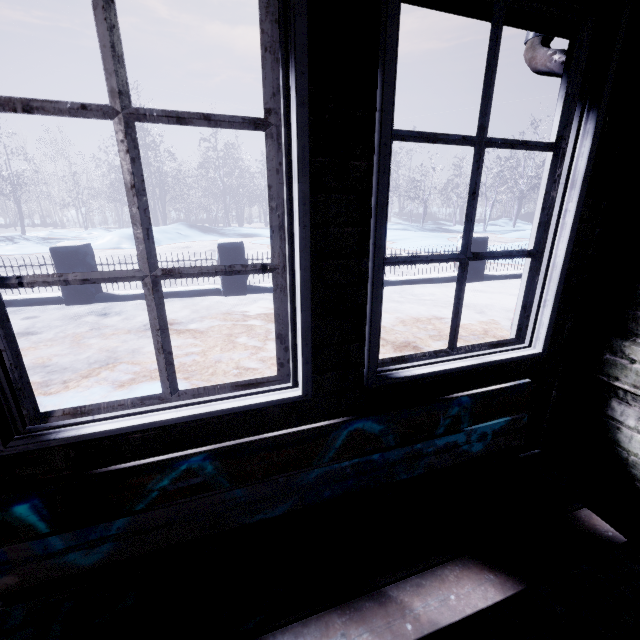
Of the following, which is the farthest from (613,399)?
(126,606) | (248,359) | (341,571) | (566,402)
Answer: (248,359)

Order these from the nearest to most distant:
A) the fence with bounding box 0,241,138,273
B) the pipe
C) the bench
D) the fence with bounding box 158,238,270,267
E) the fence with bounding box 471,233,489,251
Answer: the bench → the pipe → the fence with bounding box 0,241,138,273 → the fence with bounding box 158,238,270,267 → the fence with bounding box 471,233,489,251

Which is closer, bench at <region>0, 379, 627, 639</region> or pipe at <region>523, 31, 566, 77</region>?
bench at <region>0, 379, 627, 639</region>

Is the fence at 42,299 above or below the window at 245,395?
below

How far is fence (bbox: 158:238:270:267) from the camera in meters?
5.3

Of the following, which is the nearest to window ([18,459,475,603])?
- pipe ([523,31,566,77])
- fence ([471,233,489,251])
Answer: pipe ([523,31,566,77])

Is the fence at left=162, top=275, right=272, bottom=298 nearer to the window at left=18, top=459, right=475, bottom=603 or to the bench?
Result: the window at left=18, top=459, right=475, bottom=603

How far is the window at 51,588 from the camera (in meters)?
1.07
